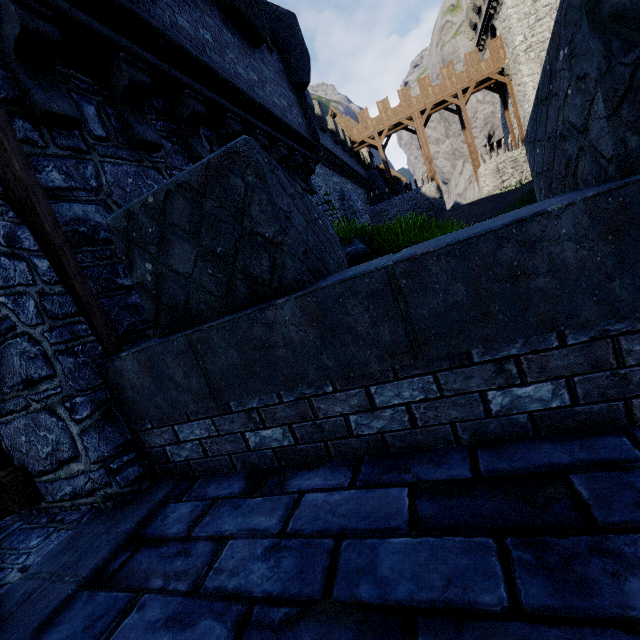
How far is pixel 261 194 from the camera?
2.0m

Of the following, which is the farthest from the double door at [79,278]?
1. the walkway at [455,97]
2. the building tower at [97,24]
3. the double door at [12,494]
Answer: the walkway at [455,97]

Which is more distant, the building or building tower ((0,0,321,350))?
the building

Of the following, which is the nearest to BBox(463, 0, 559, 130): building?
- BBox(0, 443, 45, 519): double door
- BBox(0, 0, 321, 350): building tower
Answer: BBox(0, 0, 321, 350): building tower

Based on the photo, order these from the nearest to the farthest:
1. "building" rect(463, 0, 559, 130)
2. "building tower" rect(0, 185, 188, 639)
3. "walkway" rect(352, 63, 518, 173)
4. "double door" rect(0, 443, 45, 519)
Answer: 1. "building tower" rect(0, 185, 188, 639)
2. "double door" rect(0, 443, 45, 519)
3. "building" rect(463, 0, 559, 130)
4. "walkway" rect(352, 63, 518, 173)

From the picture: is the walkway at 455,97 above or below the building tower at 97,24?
above

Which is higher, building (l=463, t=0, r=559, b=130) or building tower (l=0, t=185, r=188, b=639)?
building (l=463, t=0, r=559, b=130)

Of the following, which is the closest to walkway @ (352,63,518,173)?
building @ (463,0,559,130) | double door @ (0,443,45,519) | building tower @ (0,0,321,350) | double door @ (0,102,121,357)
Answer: building @ (463,0,559,130)
